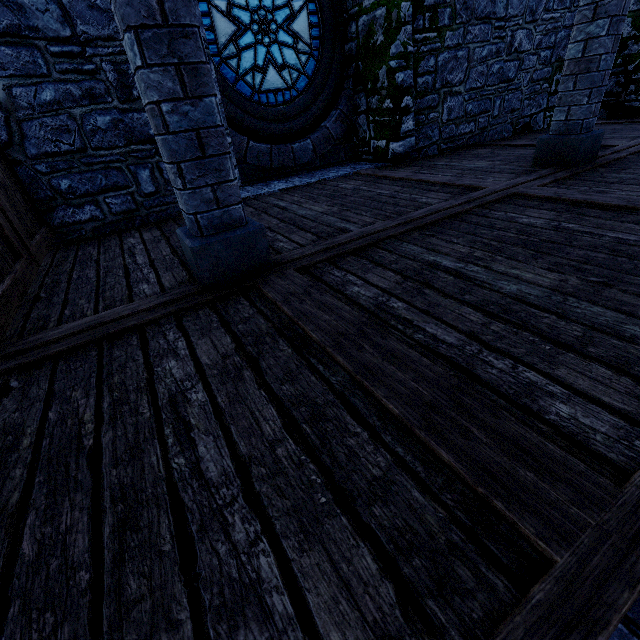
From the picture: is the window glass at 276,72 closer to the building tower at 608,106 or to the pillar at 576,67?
the building tower at 608,106

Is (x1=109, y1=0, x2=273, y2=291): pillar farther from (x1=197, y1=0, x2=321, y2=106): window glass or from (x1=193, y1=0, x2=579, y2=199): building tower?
(x1=197, y1=0, x2=321, y2=106): window glass

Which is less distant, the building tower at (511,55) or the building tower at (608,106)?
the building tower at (511,55)

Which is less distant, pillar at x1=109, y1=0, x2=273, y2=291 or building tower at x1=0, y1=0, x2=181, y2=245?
pillar at x1=109, y1=0, x2=273, y2=291

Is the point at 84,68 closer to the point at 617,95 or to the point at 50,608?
the point at 50,608

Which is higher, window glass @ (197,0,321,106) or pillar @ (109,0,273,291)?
window glass @ (197,0,321,106)

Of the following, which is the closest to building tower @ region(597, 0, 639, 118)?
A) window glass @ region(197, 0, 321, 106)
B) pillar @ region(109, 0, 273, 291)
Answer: window glass @ region(197, 0, 321, 106)
